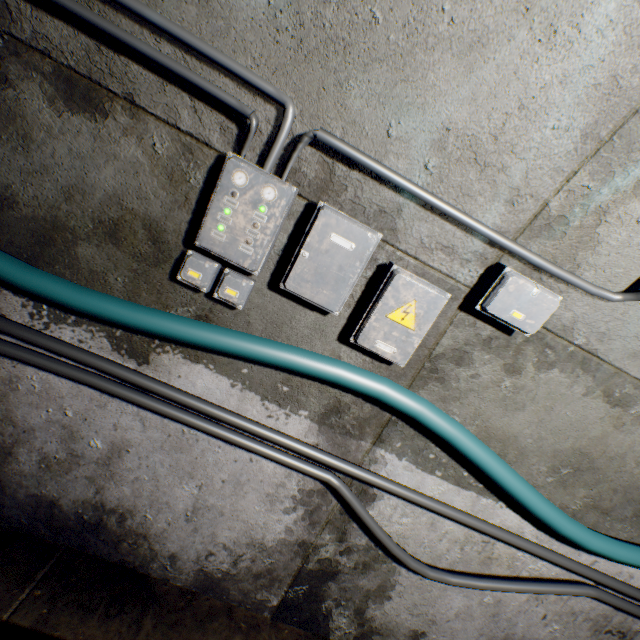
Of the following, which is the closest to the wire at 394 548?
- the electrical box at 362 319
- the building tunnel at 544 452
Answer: the building tunnel at 544 452

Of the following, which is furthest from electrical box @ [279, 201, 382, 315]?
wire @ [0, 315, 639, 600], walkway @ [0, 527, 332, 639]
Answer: walkway @ [0, 527, 332, 639]

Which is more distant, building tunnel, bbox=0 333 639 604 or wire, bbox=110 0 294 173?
building tunnel, bbox=0 333 639 604

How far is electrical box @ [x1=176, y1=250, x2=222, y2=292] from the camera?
1.4 meters

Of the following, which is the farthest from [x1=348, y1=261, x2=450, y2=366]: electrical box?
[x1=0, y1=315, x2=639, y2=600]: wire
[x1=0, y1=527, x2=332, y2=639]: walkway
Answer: [x1=0, y1=527, x2=332, y2=639]: walkway

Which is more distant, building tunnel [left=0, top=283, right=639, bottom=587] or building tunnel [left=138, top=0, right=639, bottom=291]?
building tunnel [left=0, top=283, right=639, bottom=587]

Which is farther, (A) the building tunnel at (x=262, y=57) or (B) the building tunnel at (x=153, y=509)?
(B) the building tunnel at (x=153, y=509)

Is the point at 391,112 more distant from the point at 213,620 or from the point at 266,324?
the point at 213,620
